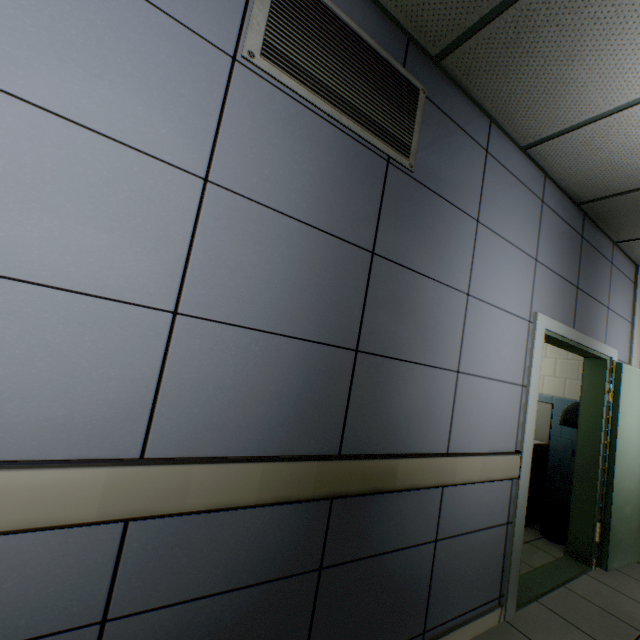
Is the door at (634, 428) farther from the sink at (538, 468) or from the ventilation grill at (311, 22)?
the ventilation grill at (311, 22)

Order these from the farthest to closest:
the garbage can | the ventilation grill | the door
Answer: the garbage can
the door
the ventilation grill

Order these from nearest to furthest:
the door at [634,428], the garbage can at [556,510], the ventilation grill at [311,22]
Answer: the ventilation grill at [311,22] < the door at [634,428] < the garbage can at [556,510]

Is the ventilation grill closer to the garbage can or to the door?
the door

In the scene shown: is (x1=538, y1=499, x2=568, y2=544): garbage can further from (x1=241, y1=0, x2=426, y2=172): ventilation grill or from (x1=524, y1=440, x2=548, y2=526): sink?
(x1=241, y1=0, x2=426, y2=172): ventilation grill

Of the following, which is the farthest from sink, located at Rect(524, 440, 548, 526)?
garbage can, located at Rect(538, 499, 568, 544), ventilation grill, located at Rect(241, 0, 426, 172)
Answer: ventilation grill, located at Rect(241, 0, 426, 172)

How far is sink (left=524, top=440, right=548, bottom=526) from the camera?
3.9m

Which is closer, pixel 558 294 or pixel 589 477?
pixel 558 294
